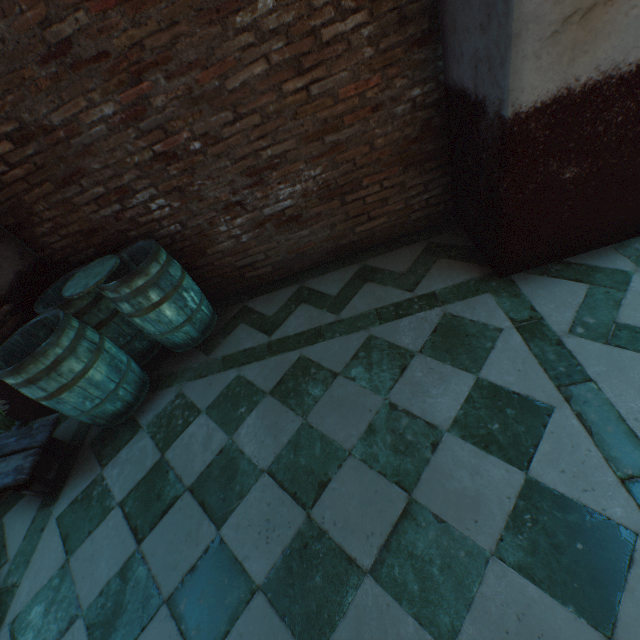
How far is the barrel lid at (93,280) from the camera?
2.8 meters

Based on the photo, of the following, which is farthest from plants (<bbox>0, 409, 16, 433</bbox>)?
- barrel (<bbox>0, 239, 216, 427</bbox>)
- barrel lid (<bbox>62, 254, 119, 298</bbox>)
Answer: barrel lid (<bbox>62, 254, 119, 298</bbox>)

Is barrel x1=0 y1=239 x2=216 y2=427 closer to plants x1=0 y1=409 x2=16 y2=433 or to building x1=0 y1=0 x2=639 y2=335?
building x1=0 y1=0 x2=639 y2=335

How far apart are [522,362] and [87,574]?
3.19m

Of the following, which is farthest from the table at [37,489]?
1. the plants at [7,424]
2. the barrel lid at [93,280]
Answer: the barrel lid at [93,280]

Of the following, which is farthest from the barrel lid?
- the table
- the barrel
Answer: the table

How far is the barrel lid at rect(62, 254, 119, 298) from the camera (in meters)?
2.76
